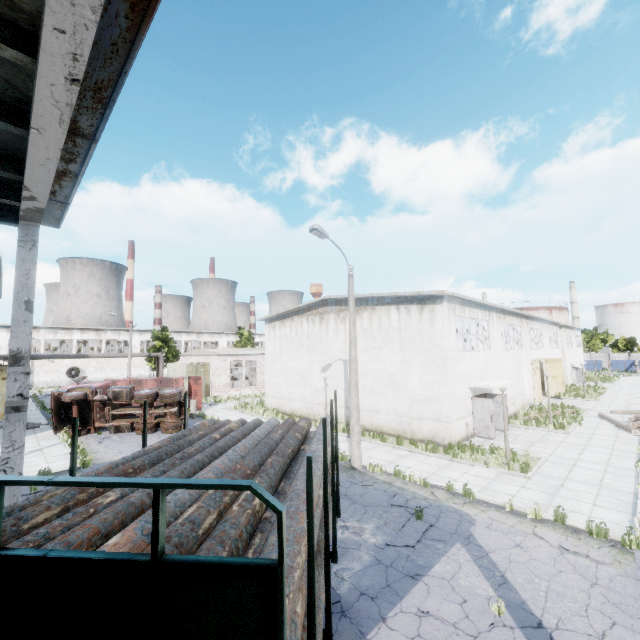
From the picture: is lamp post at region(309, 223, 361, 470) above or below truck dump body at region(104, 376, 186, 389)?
below

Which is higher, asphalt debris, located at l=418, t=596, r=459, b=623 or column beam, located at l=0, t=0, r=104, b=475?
column beam, located at l=0, t=0, r=104, b=475

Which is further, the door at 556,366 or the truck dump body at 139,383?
the door at 556,366

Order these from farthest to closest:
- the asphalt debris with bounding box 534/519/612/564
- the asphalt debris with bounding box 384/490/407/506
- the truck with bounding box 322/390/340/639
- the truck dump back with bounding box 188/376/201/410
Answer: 1. the truck dump back with bounding box 188/376/201/410
2. the asphalt debris with bounding box 384/490/407/506
3. the asphalt debris with bounding box 534/519/612/564
4. the truck with bounding box 322/390/340/639

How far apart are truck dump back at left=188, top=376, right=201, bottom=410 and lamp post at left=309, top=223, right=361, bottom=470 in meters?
18.2 m

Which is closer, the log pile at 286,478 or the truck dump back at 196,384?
the log pile at 286,478

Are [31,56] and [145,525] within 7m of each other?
yes

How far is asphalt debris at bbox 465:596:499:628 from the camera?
5.9m
